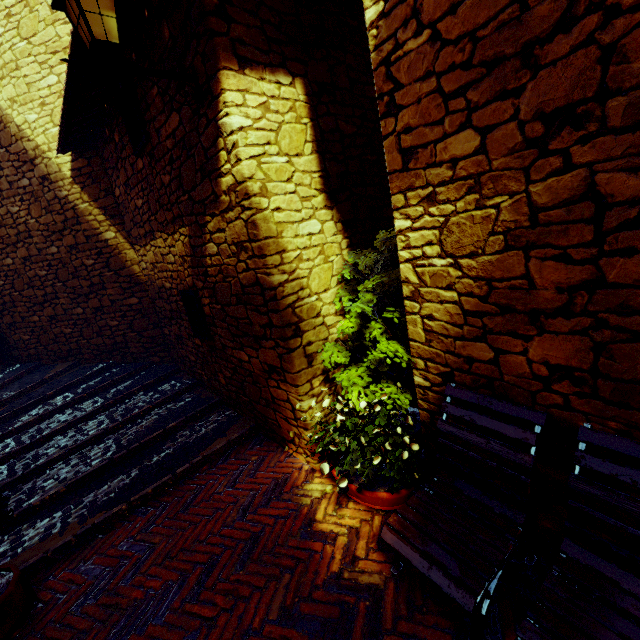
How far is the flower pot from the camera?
2.54m

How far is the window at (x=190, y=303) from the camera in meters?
4.2 m

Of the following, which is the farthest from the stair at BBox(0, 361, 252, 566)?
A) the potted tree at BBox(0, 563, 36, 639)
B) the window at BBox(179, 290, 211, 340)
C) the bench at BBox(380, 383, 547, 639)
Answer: the bench at BBox(380, 383, 547, 639)

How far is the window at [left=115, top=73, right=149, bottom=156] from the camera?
3.6m

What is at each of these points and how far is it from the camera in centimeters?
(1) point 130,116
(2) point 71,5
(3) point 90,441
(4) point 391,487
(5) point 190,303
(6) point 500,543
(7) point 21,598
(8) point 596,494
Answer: (1) window, 381cm
(2) street light, 207cm
(3) stair, 436cm
(4) flower pot, 255cm
(5) window, 441cm
(6) bench, 184cm
(7) potted tree, 249cm
(8) bench, 158cm

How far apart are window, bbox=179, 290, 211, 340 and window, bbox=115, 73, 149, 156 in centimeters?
175cm

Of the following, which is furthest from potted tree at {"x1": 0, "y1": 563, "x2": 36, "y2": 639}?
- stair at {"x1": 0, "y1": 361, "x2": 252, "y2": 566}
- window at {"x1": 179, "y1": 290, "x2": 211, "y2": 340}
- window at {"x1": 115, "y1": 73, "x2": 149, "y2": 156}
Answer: window at {"x1": 115, "y1": 73, "x2": 149, "y2": 156}

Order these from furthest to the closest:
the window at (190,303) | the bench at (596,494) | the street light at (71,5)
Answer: the window at (190,303) → the street light at (71,5) → the bench at (596,494)
